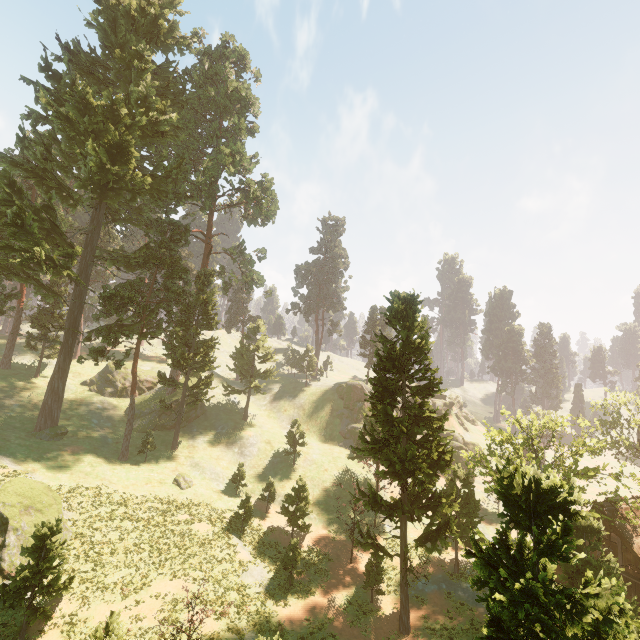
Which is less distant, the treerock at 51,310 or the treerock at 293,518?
the treerock at 293,518

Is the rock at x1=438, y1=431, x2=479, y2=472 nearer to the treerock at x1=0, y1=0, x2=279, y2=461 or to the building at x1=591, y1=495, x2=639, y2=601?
the treerock at x1=0, y1=0, x2=279, y2=461

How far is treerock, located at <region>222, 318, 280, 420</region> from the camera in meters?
51.0

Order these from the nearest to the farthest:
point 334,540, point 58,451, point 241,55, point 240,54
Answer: point 334,540 → point 58,451 → point 240,54 → point 241,55

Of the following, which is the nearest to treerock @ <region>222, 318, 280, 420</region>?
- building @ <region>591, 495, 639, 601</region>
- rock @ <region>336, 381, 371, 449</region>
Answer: building @ <region>591, 495, 639, 601</region>

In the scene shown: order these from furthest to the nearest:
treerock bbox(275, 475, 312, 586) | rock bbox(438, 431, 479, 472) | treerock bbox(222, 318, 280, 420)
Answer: treerock bbox(222, 318, 280, 420)
rock bbox(438, 431, 479, 472)
treerock bbox(275, 475, 312, 586)

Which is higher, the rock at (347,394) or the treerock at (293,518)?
the rock at (347,394)

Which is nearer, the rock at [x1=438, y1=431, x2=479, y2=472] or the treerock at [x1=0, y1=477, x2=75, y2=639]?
the treerock at [x1=0, y1=477, x2=75, y2=639]
